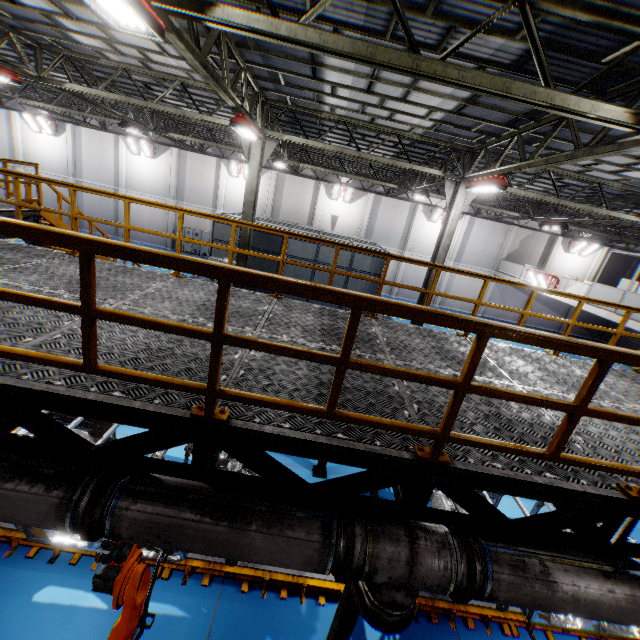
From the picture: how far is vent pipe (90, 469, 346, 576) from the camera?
2.4 meters

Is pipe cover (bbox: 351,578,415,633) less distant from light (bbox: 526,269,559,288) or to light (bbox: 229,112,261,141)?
light (bbox: 229,112,261,141)

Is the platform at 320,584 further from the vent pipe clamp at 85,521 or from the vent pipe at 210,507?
the vent pipe clamp at 85,521

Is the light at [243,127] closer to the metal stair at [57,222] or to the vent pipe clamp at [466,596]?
the metal stair at [57,222]

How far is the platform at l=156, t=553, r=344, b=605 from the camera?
5.3 meters

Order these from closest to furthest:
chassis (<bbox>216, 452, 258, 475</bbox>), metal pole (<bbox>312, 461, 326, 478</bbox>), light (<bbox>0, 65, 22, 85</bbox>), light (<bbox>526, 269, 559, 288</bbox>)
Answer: chassis (<bbox>216, 452, 258, 475</bbox>) < metal pole (<bbox>312, 461, 326, 478</bbox>) < light (<bbox>0, 65, 22, 85</bbox>) < light (<bbox>526, 269, 559, 288</bbox>)

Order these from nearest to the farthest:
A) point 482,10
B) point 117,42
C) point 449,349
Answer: point 482,10, point 449,349, point 117,42

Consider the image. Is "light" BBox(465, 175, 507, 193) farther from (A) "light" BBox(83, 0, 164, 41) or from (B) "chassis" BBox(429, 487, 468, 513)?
(A) "light" BBox(83, 0, 164, 41)
